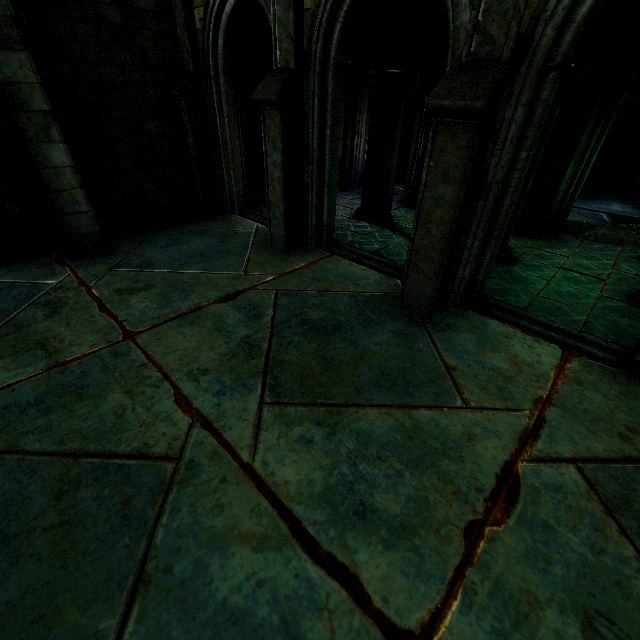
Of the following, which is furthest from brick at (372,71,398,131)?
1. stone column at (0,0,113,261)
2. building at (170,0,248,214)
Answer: stone column at (0,0,113,261)

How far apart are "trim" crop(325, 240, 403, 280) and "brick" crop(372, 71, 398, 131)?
3.0m

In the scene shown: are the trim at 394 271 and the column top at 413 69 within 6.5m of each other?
yes

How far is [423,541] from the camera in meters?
2.4

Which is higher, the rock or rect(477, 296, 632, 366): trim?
the rock

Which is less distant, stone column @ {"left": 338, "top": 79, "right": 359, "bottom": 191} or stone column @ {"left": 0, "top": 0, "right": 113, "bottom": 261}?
Result: stone column @ {"left": 0, "top": 0, "right": 113, "bottom": 261}

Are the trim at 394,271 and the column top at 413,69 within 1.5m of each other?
no

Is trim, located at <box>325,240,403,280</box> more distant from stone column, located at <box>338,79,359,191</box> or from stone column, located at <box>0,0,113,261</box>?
stone column, located at <box>338,79,359,191</box>
